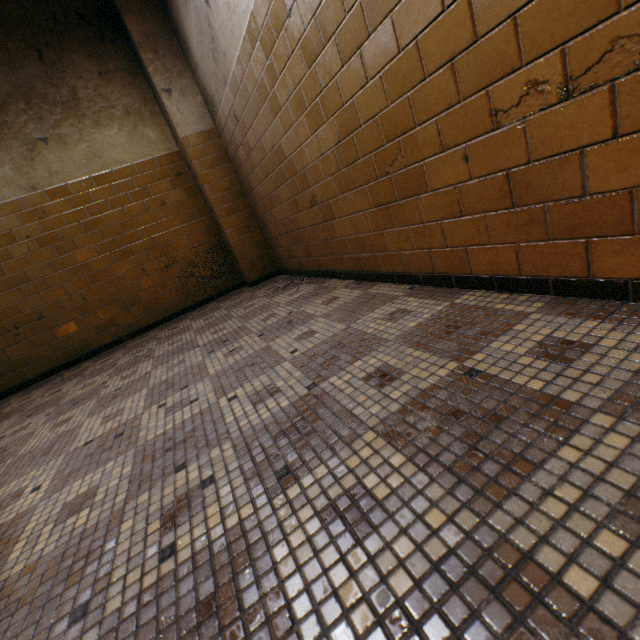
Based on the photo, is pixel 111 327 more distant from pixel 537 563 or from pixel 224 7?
pixel 537 563
